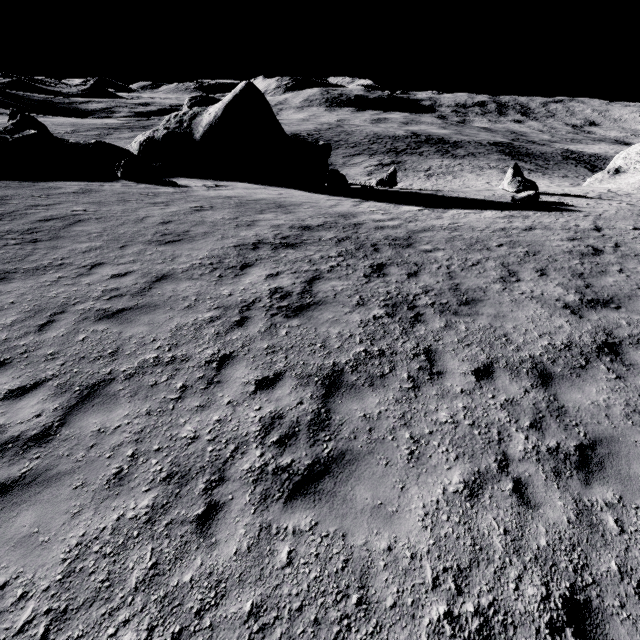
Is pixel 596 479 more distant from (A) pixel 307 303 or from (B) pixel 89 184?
(B) pixel 89 184

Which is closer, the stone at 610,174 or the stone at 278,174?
the stone at 278,174

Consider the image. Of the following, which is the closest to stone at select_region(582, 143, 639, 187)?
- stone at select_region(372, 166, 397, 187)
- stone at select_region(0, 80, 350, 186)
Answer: stone at select_region(372, 166, 397, 187)

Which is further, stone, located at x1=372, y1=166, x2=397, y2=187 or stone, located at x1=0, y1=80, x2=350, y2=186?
stone, located at x1=372, y1=166, x2=397, y2=187

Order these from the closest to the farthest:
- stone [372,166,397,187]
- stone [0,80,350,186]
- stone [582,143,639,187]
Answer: stone [0,80,350,186], stone [372,166,397,187], stone [582,143,639,187]

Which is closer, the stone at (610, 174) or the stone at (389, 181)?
the stone at (389, 181)
